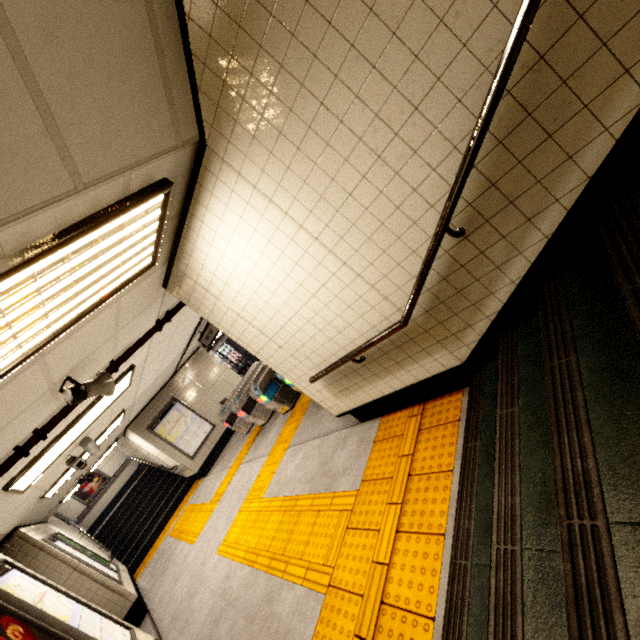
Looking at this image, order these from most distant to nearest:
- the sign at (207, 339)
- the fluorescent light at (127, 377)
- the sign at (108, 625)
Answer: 1. the sign at (207, 339)
2. the fluorescent light at (127, 377)
3. the sign at (108, 625)

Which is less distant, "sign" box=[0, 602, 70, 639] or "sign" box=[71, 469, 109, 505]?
"sign" box=[0, 602, 70, 639]

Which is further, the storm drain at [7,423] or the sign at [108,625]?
the sign at [108,625]

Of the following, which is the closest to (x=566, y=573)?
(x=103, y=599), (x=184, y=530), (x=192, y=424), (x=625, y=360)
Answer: (x=625, y=360)

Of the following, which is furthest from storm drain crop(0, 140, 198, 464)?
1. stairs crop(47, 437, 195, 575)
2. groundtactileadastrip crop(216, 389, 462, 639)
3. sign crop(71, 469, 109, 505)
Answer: sign crop(71, 469, 109, 505)

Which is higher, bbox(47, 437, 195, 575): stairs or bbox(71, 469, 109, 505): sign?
bbox(71, 469, 109, 505): sign

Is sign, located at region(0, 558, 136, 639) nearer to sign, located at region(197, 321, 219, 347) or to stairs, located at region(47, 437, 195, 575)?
sign, located at region(197, 321, 219, 347)

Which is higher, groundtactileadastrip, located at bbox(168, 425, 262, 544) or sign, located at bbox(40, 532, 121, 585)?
sign, located at bbox(40, 532, 121, 585)
